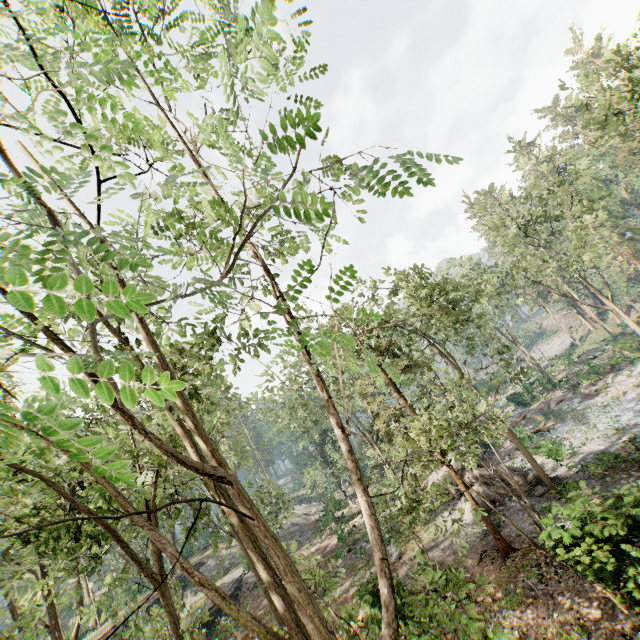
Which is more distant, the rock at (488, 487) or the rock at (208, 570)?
the rock at (208, 570)

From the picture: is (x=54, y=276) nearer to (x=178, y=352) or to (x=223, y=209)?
(x=223, y=209)

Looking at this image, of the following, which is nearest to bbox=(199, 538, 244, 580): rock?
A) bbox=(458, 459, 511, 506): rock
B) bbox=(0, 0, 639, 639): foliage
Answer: bbox=(0, 0, 639, 639): foliage

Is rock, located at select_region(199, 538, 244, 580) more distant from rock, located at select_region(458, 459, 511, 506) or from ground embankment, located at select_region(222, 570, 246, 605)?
rock, located at select_region(458, 459, 511, 506)

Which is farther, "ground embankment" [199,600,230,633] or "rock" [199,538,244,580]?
"rock" [199,538,244,580]

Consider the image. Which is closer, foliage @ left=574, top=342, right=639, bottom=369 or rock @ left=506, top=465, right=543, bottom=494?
rock @ left=506, top=465, right=543, bottom=494

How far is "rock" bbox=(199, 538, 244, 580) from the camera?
38.9 meters

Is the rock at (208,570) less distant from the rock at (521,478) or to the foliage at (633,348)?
the foliage at (633,348)
